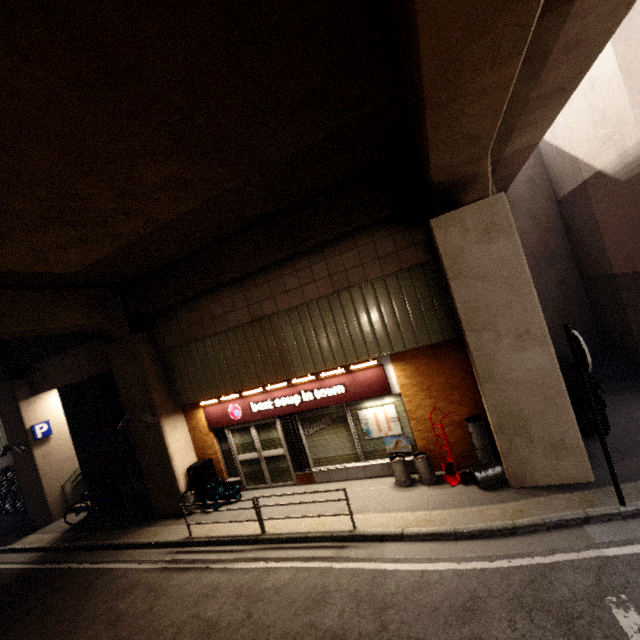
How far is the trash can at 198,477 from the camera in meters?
9.5 m

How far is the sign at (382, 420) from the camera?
8.00m

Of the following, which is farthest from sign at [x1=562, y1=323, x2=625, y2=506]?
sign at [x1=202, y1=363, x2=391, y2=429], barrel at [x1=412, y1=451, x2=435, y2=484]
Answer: sign at [x1=202, y1=363, x2=391, y2=429]

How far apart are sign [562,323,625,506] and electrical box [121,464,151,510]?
11.60m

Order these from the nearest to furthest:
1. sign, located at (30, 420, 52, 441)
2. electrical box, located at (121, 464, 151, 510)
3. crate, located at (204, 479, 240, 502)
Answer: crate, located at (204, 479, 240, 502), electrical box, located at (121, 464, 151, 510), sign, located at (30, 420, 52, 441)

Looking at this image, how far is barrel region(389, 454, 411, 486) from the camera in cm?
742

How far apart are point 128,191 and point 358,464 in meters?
7.8

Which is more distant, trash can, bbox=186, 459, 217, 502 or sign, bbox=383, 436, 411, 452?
trash can, bbox=186, 459, 217, 502
